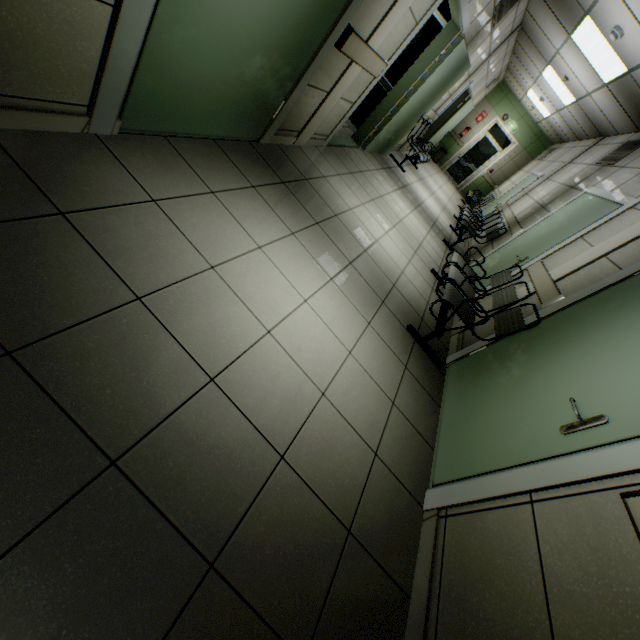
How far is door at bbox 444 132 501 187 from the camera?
12.8m

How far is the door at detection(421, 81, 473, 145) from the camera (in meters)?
9.22

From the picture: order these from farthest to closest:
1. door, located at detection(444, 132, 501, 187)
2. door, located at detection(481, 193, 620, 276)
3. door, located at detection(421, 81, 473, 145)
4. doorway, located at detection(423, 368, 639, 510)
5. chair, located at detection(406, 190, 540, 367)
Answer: door, located at detection(444, 132, 501, 187) → door, located at detection(421, 81, 473, 145) → door, located at detection(481, 193, 620, 276) → chair, located at detection(406, 190, 540, 367) → doorway, located at detection(423, 368, 639, 510)

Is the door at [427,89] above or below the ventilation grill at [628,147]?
below

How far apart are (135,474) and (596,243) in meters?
4.3

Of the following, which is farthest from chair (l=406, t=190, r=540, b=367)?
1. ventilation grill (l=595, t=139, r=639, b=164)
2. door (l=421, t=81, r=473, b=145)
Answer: door (l=421, t=81, r=473, b=145)

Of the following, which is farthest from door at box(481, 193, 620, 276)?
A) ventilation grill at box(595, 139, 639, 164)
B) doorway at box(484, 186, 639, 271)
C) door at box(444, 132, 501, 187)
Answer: door at box(444, 132, 501, 187)

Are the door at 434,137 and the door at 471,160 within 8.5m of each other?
yes
